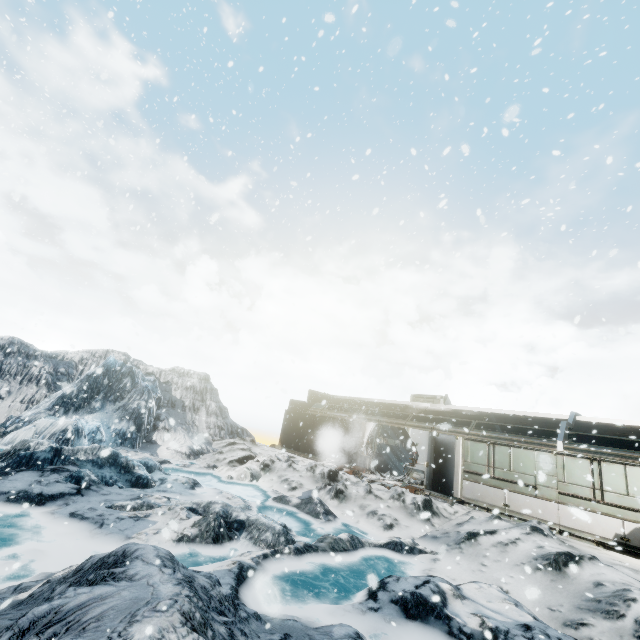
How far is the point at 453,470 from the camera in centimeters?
1527cm
